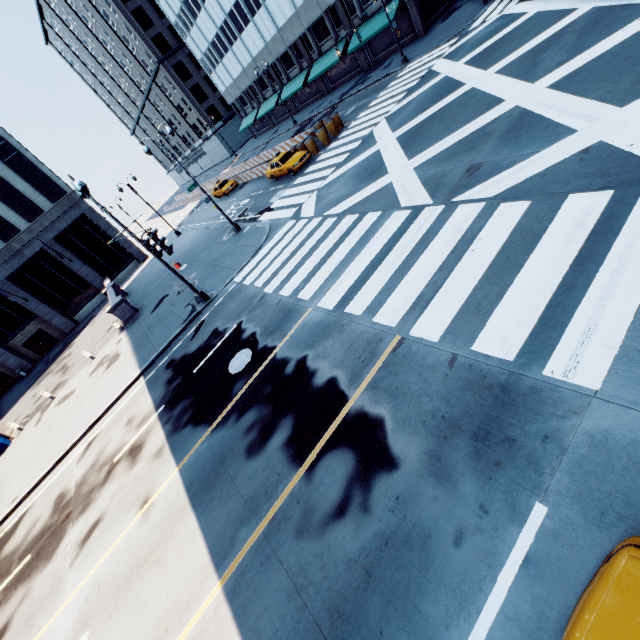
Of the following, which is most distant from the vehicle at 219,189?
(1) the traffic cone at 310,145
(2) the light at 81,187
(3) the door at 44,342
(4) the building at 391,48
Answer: (3) the door at 44,342

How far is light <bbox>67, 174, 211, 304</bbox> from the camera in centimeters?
1249cm

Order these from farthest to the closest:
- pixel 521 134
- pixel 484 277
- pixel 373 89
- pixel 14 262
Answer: pixel 14 262, pixel 373 89, pixel 521 134, pixel 484 277

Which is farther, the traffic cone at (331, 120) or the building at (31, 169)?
the building at (31, 169)

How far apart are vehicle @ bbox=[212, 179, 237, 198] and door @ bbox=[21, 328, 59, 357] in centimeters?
2454cm

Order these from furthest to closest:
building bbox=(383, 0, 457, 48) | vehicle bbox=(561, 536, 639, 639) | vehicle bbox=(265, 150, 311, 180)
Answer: building bbox=(383, 0, 457, 48) < vehicle bbox=(265, 150, 311, 180) < vehicle bbox=(561, 536, 639, 639)

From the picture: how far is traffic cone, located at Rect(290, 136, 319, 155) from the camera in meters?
24.5

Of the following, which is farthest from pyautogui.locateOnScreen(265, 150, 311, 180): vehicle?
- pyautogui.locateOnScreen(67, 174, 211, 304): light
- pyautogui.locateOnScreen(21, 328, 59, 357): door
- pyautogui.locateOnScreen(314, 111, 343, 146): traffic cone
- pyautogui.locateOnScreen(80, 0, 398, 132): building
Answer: pyautogui.locateOnScreen(21, 328, 59, 357): door
